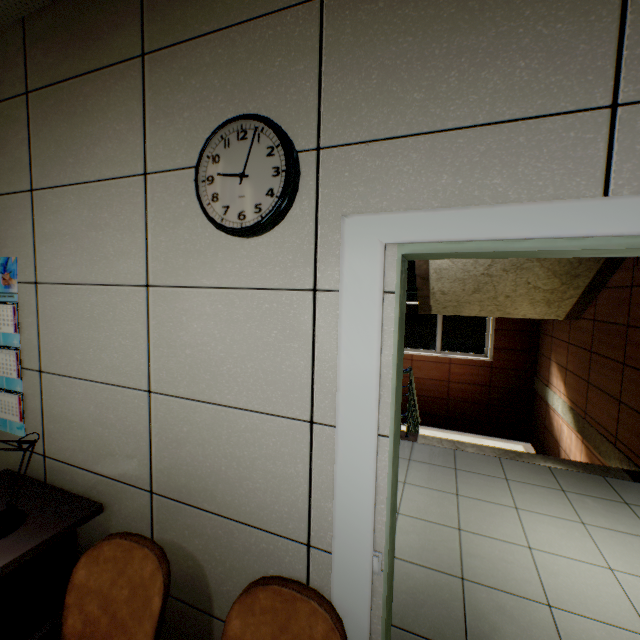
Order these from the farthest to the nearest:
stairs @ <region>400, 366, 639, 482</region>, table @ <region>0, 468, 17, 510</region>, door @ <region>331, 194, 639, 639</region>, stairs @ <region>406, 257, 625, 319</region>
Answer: stairs @ <region>406, 257, 625, 319</region> → stairs @ <region>400, 366, 639, 482</region> → table @ <region>0, 468, 17, 510</region> → door @ <region>331, 194, 639, 639</region>

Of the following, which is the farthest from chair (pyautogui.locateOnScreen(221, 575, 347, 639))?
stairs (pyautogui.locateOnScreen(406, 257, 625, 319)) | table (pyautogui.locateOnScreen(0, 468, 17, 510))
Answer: stairs (pyautogui.locateOnScreen(406, 257, 625, 319))

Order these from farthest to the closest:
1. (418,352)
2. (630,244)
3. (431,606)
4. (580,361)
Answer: (418,352), (580,361), (431,606), (630,244)

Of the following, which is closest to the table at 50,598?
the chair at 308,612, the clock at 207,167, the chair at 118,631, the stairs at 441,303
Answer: the chair at 118,631

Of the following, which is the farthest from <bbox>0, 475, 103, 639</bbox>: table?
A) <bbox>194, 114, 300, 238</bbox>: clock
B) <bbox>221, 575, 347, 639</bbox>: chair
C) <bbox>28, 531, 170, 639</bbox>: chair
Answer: <bbox>194, 114, 300, 238</bbox>: clock

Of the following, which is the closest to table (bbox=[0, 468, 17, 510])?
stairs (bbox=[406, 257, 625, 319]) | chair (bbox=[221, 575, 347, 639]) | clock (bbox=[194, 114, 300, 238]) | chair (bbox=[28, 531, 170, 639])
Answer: chair (bbox=[28, 531, 170, 639])

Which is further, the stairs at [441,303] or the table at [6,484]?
the stairs at [441,303]

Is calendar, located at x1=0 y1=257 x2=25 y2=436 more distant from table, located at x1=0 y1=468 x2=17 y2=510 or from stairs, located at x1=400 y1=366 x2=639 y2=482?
stairs, located at x1=400 y1=366 x2=639 y2=482
